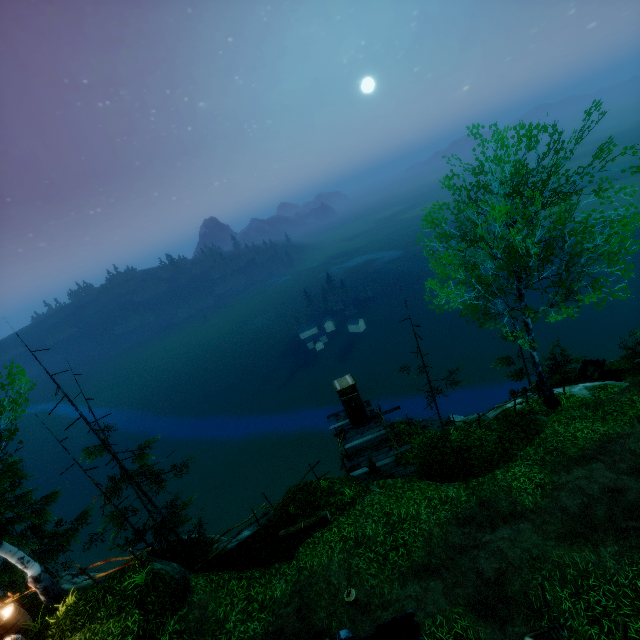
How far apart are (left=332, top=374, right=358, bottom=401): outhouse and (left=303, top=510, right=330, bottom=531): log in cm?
566

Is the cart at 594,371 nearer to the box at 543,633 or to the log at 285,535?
the box at 543,633

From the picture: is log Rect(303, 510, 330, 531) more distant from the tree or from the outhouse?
the tree

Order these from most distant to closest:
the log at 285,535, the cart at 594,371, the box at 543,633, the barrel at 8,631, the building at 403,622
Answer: Answer: the cart at 594,371, the log at 285,535, the barrel at 8,631, the box at 543,633, the building at 403,622

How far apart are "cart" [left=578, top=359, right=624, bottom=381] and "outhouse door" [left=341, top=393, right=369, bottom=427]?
13.0m

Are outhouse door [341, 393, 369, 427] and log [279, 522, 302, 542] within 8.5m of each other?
yes

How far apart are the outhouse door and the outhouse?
0.0m

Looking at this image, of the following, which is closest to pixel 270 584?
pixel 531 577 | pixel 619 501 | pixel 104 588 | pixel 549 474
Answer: pixel 104 588
